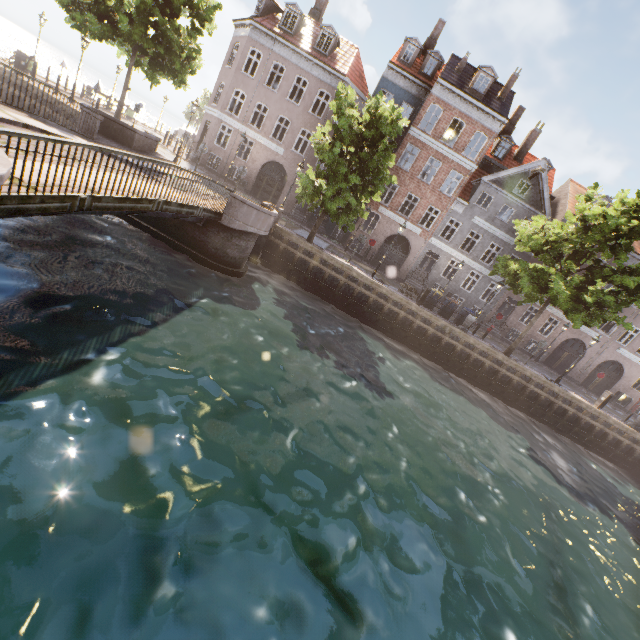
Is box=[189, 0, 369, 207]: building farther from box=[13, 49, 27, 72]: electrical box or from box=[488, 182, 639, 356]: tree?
box=[13, 49, 27, 72]: electrical box

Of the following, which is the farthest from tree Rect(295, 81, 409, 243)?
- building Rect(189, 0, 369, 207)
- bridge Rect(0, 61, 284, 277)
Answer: building Rect(189, 0, 369, 207)

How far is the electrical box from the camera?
17.6 meters

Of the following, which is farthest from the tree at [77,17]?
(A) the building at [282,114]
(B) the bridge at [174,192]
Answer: (A) the building at [282,114]

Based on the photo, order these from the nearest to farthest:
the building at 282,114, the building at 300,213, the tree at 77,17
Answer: the tree at 77,17 → the building at 282,114 → the building at 300,213

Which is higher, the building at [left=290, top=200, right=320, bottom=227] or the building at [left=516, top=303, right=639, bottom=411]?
the building at [left=516, top=303, right=639, bottom=411]

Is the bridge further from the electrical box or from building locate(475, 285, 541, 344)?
building locate(475, 285, 541, 344)

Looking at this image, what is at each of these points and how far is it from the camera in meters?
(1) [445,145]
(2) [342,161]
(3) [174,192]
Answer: (1) building, 24.8 m
(2) tree, 16.4 m
(3) bridge, 11.1 m
